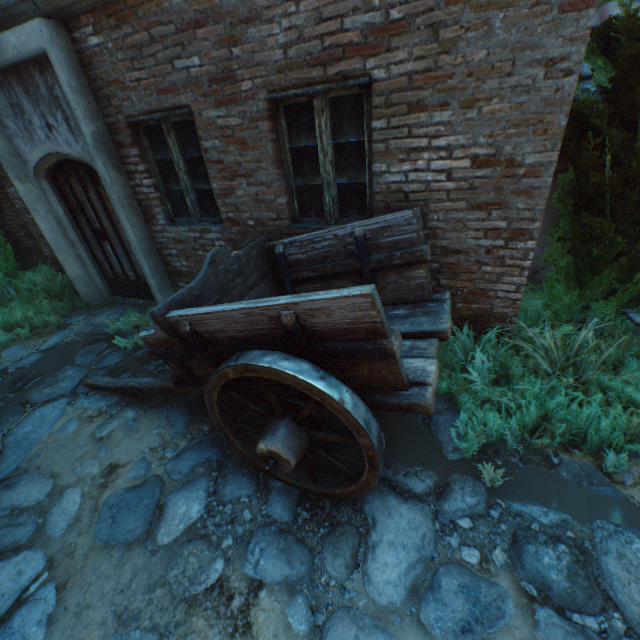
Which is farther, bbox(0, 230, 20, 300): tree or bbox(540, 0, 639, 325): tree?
bbox(0, 230, 20, 300): tree

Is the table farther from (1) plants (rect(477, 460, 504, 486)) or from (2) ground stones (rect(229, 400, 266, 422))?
(1) plants (rect(477, 460, 504, 486))

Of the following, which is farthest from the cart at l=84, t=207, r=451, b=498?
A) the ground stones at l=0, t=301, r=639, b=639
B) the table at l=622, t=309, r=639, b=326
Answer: the table at l=622, t=309, r=639, b=326

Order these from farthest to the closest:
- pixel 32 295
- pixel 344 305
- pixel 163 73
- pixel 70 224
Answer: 1. pixel 32 295
2. pixel 70 224
3. pixel 163 73
4. pixel 344 305

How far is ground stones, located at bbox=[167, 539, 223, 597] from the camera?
2.2m

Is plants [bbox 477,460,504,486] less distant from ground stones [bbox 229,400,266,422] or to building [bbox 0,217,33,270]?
ground stones [bbox 229,400,266,422]

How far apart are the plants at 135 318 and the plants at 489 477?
5.0 meters

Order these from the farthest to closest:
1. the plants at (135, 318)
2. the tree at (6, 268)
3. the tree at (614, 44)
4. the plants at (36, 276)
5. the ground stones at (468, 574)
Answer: the tree at (6, 268) → the plants at (36, 276) → the plants at (135, 318) → the tree at (614, 44) → the ground stones at (468, 574)
